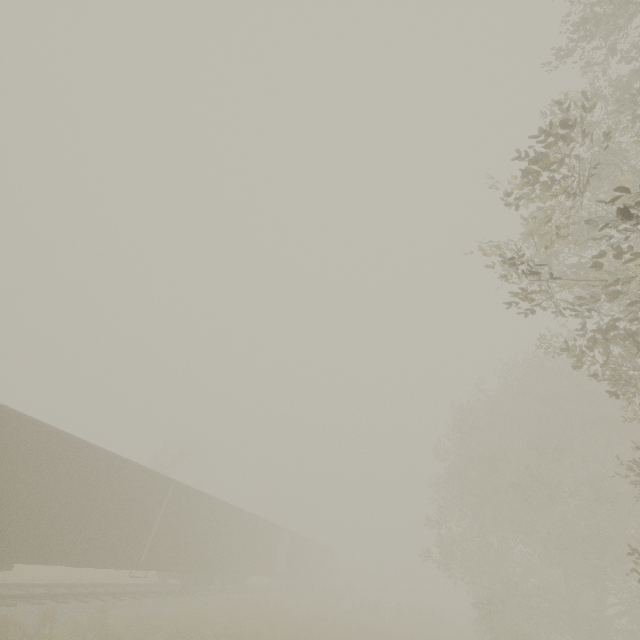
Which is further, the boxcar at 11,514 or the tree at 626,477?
the boxcar at 11,514

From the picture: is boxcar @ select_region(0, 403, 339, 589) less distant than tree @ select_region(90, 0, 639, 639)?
No

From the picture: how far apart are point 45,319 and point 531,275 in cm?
2533
